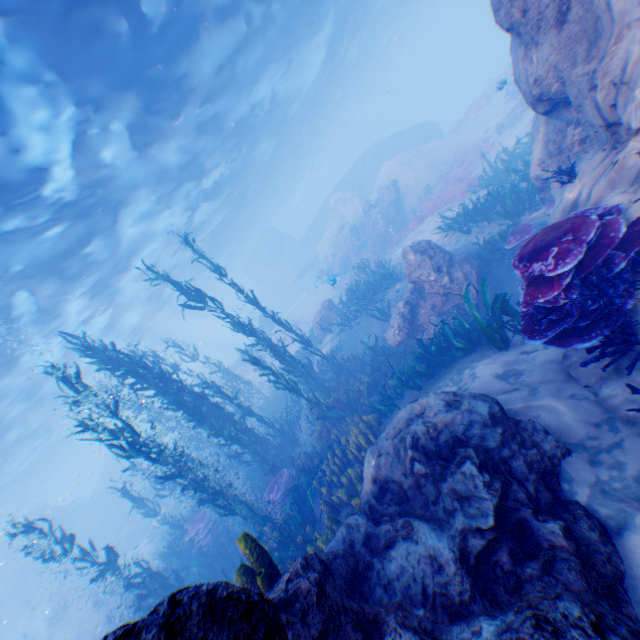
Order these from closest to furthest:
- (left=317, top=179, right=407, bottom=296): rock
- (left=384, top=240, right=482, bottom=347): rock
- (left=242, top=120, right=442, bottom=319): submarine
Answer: (left=384, top=240, right=482, bottom=347): rock
(left=317, top=179, right=407, bottom=296): rock
(left=242, top=120, right=442, bottom=319): submarine

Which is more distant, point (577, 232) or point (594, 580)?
point (577, 232)

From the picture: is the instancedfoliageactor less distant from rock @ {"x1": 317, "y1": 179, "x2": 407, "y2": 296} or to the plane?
rock @ {"x1": 317, "y1": 179, "x2": 407, "y2": 296}

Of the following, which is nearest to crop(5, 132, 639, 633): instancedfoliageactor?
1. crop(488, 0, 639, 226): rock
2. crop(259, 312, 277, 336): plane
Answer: crop(488, 0, 639, 226): rock

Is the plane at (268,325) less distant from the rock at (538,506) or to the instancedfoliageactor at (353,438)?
the rock at (538,506)

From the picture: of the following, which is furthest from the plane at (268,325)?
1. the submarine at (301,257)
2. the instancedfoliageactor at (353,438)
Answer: the instancedfoliageactor at (353,438)

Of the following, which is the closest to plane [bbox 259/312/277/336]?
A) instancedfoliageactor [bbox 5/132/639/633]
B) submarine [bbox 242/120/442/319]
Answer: submarine [bbox 242/120/442/319]

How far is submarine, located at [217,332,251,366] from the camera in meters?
51.8
